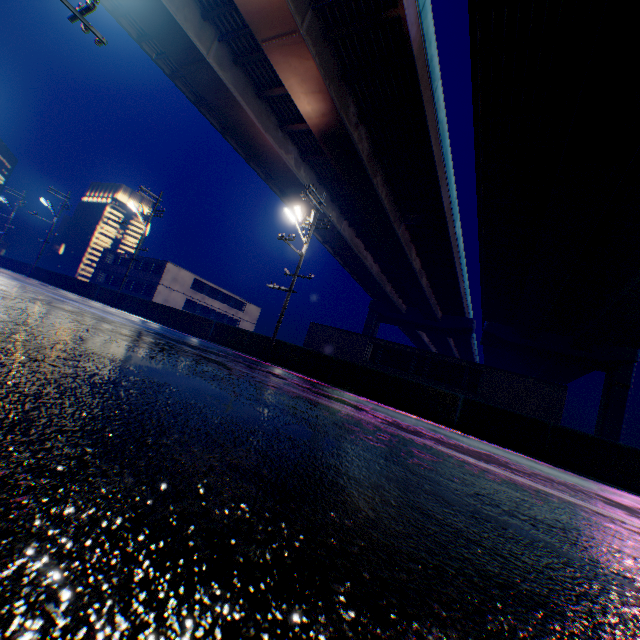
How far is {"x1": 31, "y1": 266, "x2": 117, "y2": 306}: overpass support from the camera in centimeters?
2544cm

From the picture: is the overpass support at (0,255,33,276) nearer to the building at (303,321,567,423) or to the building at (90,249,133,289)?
the building at (90,249,133,289)

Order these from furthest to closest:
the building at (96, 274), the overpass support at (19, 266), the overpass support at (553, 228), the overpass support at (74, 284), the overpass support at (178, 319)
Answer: the building at (96, 274), the overpass support at (19, 266), the overpass support at (74, 284), the overpass support at (178, 319), the overpass support at (553, 228)

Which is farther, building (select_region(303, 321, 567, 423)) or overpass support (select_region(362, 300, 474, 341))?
overpass support (select_region(362, 300, 474, 341))

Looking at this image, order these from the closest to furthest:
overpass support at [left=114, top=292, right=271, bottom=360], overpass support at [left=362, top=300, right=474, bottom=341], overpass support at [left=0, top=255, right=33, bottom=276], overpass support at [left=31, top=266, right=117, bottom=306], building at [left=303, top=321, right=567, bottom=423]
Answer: overpass support at [left=114, top=292, right=271, bottom=360], building at [left=303, top=321, right=567, bottom=423], overpass support at [left=31, top=266, right=117, bottom=306], overpass support at [left=0, top=255, right=33, bottom=276], overpass support at [left=362, top=300, right=474, bottom=341]

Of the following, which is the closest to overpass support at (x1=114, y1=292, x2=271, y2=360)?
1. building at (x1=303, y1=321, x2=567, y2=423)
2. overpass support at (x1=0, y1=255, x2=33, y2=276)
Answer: overpass support at (x1=0, y1=255, x2=33, y2=276)

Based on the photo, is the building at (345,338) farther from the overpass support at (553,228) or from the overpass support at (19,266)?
the overpass support at (19,266)

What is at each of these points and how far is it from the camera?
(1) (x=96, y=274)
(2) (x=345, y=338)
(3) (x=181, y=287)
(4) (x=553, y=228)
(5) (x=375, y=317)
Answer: (1) building, 47.34m
(2) building, 26.80m
(3) building, 42.47m
(4) overpass support, 20.61m
(5) overpass support, 53.44m
